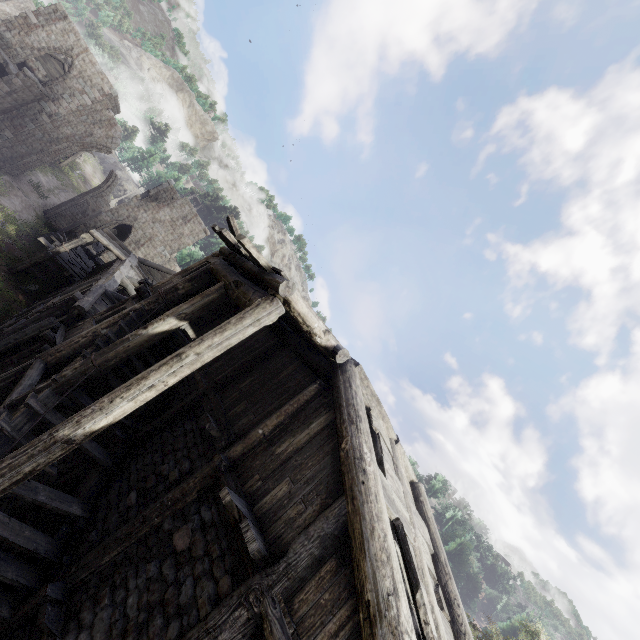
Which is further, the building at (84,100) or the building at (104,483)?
the building at (84,100)

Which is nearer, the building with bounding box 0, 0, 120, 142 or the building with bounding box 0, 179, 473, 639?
the building with bounding box 0, 179, 473, 639

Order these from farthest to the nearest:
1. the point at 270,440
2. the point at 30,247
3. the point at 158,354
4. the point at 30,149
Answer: the point at 30,149, the point at 30,247, the point at 158,354, the point at 270,440
